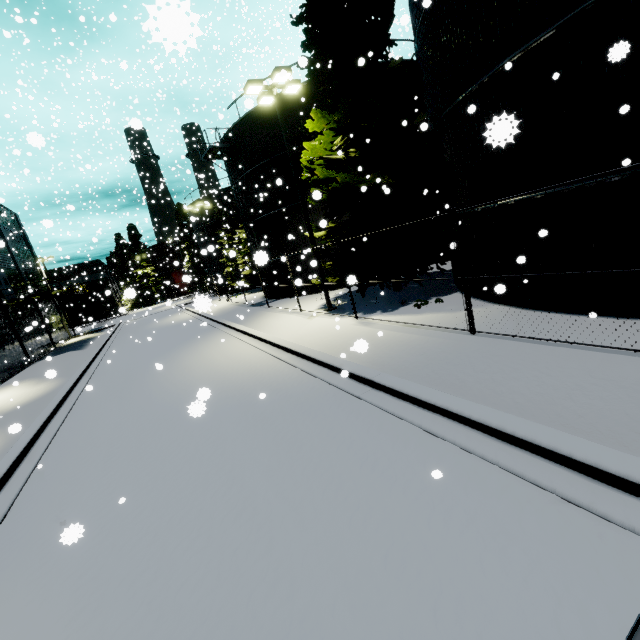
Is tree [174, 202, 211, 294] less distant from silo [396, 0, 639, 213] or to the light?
silo [396, 0, 639, 213]

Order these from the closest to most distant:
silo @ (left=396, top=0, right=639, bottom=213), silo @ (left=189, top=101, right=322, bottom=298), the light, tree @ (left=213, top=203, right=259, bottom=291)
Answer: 1. silo @ (left=396, top=0, right=639, bottom=213)
2. the light
3. silo @ (left=189, top=101, right=322, bottom=298)
4. tree @ (left=213, top=203, right=259, bottom=291)

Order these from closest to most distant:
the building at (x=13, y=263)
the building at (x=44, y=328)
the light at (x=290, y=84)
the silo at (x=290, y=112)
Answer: the light at (x=290, y=84) → the silo at (x=290, y=112) → the building at (x=44, y=328) → the building at (x=13, y=263)

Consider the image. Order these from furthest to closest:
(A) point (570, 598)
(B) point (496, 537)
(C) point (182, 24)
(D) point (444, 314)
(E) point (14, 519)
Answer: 1. (D) point (444, 314)
2. (E) point (14, 519)
3. (B) point (496, 537)
4. (A) point (570, 598)
5. (C) point (182, 24)

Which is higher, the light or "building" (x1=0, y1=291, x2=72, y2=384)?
the light

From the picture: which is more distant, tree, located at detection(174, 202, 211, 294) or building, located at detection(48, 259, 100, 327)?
building, located at detection(48, 259, 100, 327)

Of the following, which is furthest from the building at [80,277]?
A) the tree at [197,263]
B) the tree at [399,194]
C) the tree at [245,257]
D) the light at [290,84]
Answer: the tree at [245,257]

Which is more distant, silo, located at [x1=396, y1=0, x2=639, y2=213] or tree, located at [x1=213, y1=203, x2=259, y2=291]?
tree, located at [x1=213, y1=203, x2=259, y2=291]
